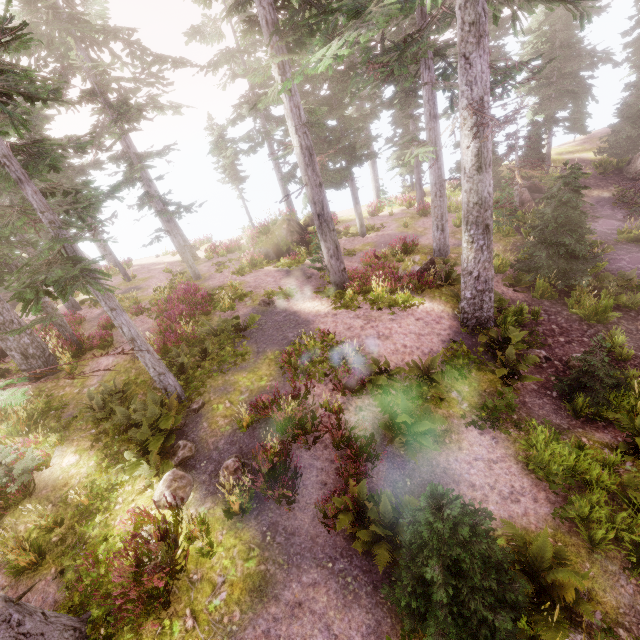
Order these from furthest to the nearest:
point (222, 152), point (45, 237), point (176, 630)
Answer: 1. point (222, 152)
2. point (45, 237)
3. point (176, 630)

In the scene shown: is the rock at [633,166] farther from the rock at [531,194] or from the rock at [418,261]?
the rock at [418,261]

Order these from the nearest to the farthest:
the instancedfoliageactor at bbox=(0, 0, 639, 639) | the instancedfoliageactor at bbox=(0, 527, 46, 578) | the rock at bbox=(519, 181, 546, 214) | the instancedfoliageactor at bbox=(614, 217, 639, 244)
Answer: the instancedfoliageactor at bbox=(0, 0, 639, 639) → the instancedfoliageactor at bbox=(0, 527, 46, 578) → the instancedfoliageactor at bbox=(614, 217, 639, 244) → the rock at bbox=(519, 181, 546, 214)

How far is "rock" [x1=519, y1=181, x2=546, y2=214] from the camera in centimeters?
2115cm

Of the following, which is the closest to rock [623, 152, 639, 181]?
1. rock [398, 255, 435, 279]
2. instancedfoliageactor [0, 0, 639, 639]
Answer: instancedfoliageactor [0, 0, 639, 639]

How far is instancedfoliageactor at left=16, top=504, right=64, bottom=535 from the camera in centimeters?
679cm

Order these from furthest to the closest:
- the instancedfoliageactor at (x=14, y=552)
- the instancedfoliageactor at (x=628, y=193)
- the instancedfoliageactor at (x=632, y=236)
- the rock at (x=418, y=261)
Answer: Result:
1. the instancedfoliageactor at (x=632, y=236)
2. the instancedfoliageactor at (x=628, y=193)
3. the rock at (x=418, y=261)
4. the instancedfoliageactor at (x=14, y=552)

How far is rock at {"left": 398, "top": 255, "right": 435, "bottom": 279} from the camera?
15.3 meters
